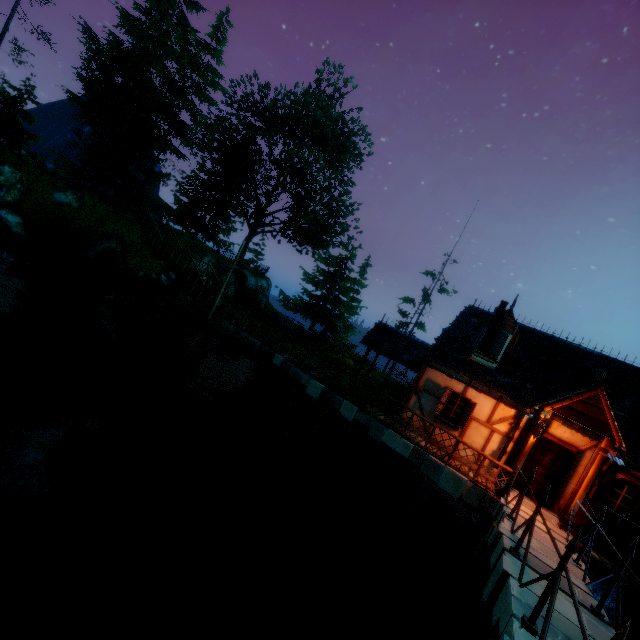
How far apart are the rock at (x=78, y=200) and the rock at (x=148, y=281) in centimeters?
767cm

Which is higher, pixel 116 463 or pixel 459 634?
pixel 459 634

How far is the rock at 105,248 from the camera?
19.0 meters

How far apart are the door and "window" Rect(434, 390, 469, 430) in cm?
232

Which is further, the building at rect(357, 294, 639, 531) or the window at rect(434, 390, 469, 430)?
the window at rect(434, 390, 469, 430)

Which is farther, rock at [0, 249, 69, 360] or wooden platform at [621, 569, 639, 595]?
rock at [0, 249, 69, 360]

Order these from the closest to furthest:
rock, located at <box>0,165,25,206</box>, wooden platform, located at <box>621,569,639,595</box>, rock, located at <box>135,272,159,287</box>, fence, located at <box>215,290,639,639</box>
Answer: fence, located at <box>215,290,639,639</box>, wooden platform, located at <box>621,569,639,595</box>, rock, located at <box>0,165,25,206</box>, rock, located at <box>135,272,159,287</box>

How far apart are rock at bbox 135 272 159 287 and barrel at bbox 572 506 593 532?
21.1 meters
